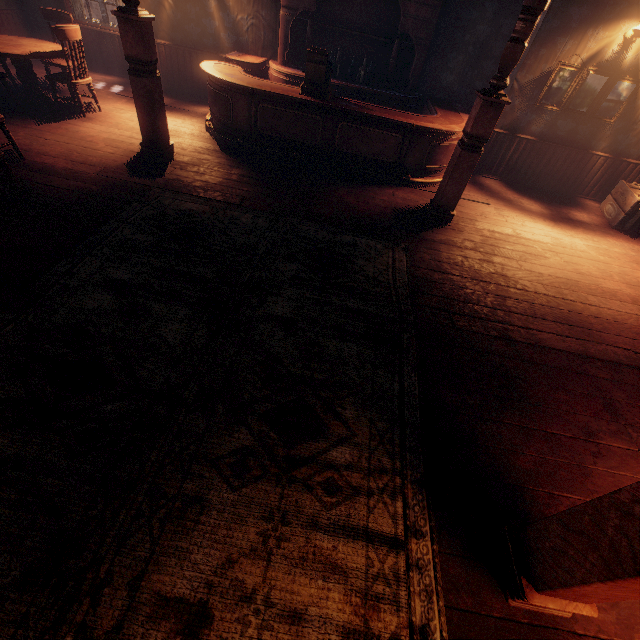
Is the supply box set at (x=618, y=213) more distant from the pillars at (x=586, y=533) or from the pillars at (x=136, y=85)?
the pillars at (x=136, y=85)

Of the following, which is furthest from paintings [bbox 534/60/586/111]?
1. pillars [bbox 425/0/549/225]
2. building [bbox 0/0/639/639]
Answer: pillars [bbox 425/0/549/225]

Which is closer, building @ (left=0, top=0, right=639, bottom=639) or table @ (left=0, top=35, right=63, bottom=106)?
building @ (left=0, top=0, right=639, bottom=639)

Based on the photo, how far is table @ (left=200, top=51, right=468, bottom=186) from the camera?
5.2m

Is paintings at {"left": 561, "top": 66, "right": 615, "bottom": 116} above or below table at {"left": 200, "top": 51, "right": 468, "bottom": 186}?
above

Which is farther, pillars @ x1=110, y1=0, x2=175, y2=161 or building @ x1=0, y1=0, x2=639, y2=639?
pillars @ x1=110, y1=0, x2=175, y2=161

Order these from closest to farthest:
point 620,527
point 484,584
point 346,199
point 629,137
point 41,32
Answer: point 620,527 → point 484,584 → point 346,199 → point 629,137 → point 41,32

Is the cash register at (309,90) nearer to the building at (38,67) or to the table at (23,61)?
the building at (38,67)
